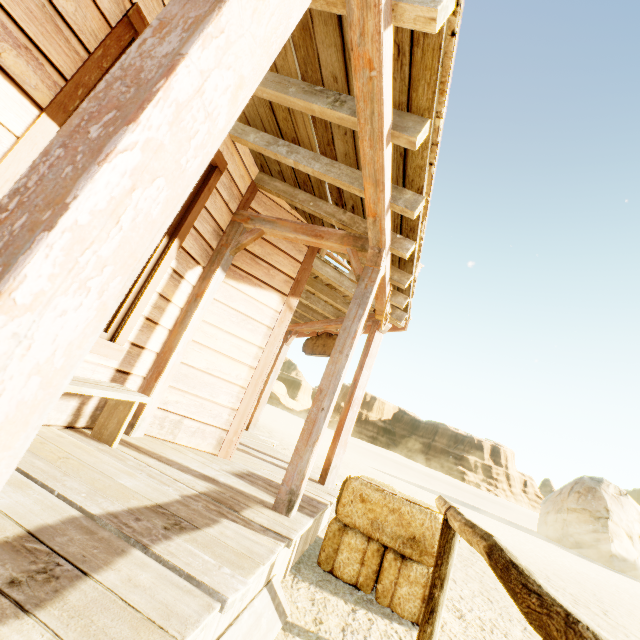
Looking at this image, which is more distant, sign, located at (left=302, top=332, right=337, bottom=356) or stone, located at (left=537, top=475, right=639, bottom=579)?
stone, located at (left=537, top=475, right=639, bottom=579)

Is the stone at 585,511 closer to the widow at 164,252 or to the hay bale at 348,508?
the hay bale at 348,508

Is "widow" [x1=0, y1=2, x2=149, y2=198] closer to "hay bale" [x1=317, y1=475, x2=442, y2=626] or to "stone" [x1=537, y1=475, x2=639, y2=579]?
"hay bale" [x1=317, y1=475, x2=442, y2=626]

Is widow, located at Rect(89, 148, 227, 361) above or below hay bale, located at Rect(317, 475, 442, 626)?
above

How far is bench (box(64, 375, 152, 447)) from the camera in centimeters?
226cm

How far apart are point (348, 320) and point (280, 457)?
3.5 meters

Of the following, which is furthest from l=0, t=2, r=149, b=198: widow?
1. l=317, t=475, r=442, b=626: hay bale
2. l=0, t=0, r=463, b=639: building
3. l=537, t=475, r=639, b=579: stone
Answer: l=537, t=475, r=639, b=579: stone

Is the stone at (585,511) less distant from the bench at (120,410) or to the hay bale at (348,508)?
the hay bale at (348,508)
